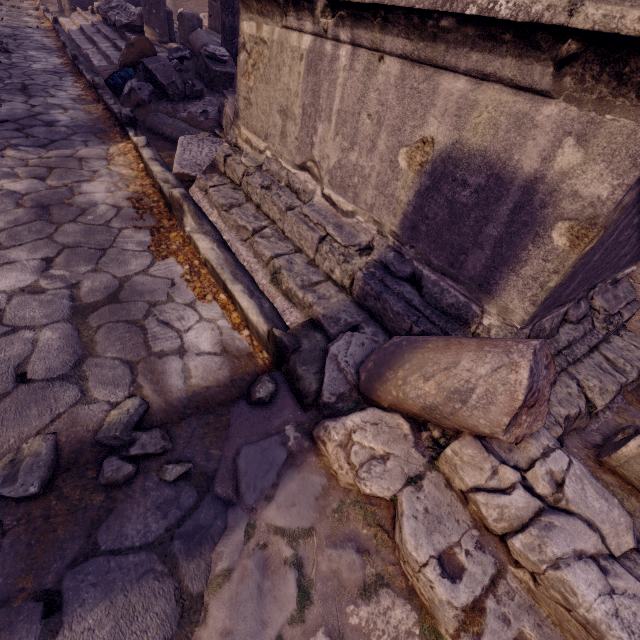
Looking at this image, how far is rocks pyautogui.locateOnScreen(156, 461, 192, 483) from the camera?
1.31m

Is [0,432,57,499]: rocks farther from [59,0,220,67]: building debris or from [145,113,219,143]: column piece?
[59,0,220,67]: building debris

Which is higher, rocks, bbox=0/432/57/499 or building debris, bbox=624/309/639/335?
building debris, bbox=624/309/639/335

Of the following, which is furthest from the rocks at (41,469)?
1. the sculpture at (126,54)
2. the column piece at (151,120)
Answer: the sculpture at (126,54)

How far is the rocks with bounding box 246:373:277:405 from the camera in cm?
157

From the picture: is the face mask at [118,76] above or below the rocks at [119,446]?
above

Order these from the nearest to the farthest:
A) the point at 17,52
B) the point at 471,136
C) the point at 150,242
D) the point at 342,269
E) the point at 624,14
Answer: the point at 624,14
the point at 471,136
the point at 342,269
the point at 150,242
the point at 17,52

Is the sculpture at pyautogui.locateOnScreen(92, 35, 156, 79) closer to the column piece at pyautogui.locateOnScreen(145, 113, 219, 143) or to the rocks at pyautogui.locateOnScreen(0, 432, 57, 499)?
the column piece at pyautogui.locateOnScreen(145, 113, 219, 143)
